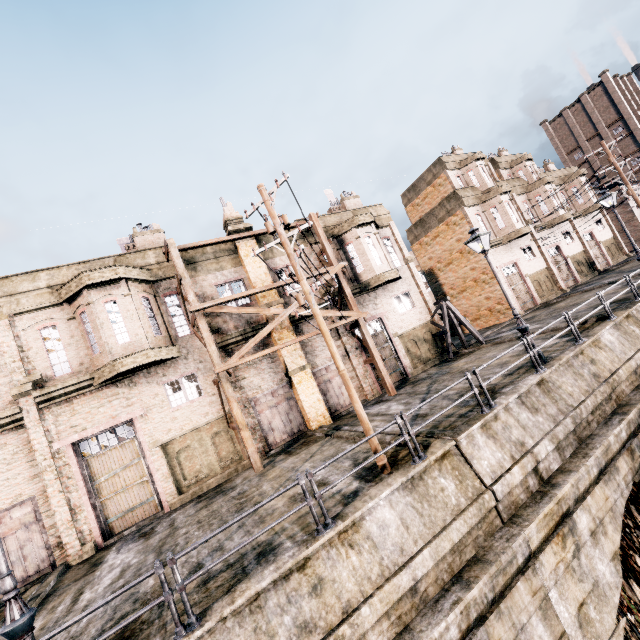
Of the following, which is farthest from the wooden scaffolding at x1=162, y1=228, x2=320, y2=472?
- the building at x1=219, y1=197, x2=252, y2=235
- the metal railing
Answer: the metal railing

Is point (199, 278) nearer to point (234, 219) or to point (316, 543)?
point (234, 219)

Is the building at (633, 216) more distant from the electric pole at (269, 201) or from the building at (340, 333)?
the electric pole at (269, 201)

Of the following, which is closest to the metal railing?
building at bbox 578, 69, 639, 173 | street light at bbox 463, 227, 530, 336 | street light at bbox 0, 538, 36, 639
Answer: street light at bbox 0, 538, 36, 639

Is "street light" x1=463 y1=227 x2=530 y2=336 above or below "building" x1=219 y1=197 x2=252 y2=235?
below

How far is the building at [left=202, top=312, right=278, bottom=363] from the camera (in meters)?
17.14

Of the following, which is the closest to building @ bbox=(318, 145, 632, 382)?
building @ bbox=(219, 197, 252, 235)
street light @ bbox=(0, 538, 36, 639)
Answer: building @ bbox=(219, 197, 252, 235)

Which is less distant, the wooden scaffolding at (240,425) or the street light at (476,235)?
the street light at (476,235)
